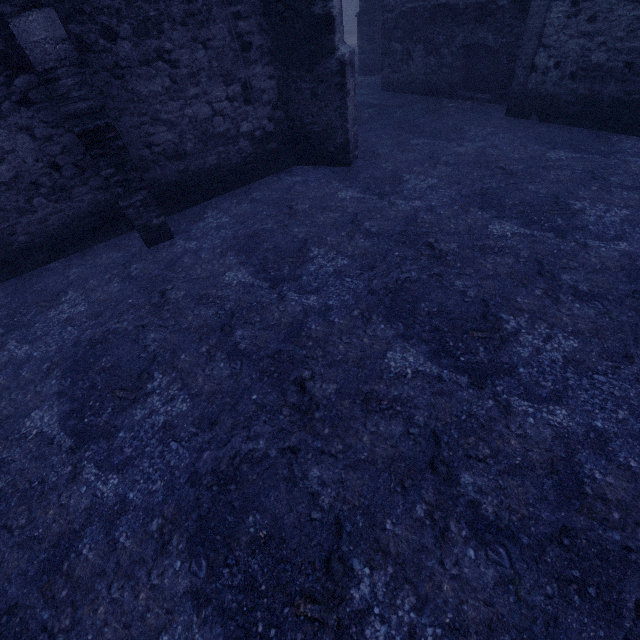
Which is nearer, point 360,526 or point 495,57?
point 360,526
